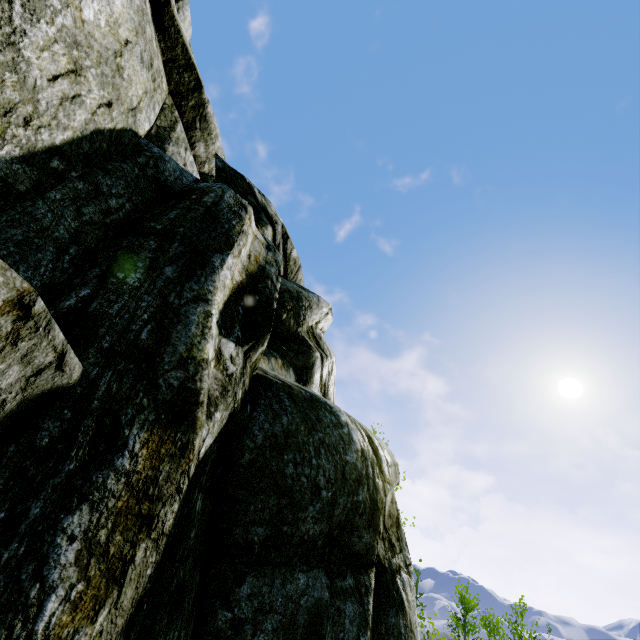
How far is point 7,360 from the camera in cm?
154
